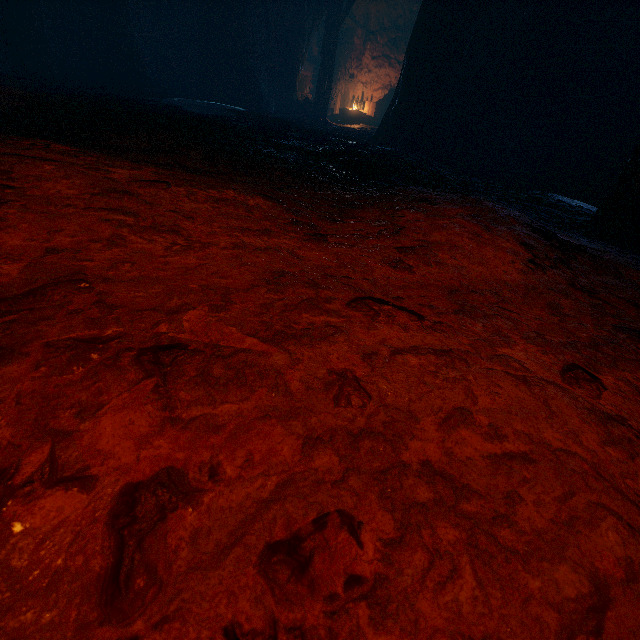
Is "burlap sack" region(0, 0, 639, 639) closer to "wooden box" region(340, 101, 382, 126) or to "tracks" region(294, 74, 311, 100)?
"tracks" region(294, 74, 311, 100)

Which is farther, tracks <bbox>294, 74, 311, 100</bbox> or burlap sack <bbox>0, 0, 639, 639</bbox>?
tracks <bbox>294, 74, 311, 100</bbox>

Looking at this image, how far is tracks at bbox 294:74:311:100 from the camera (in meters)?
14.52

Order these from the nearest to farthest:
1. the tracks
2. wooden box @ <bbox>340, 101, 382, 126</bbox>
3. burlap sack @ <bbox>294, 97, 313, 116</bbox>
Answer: burlap sack @ <bbox>294, 97, 313, 116</bbox> < the tracks < wooden box @ <bbox>340, 101, 382, 126</bbox>

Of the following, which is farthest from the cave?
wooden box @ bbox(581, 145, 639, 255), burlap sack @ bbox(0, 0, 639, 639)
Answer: wooden box @ bbox(581, 145, 639, 255)

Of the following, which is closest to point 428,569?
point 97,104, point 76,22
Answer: point 97,104

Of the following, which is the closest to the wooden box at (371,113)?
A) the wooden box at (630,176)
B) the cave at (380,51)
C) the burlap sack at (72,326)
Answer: the cave at (380,51)

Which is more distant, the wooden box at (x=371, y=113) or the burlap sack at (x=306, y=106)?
the wooden box at (x=371, y=113)
